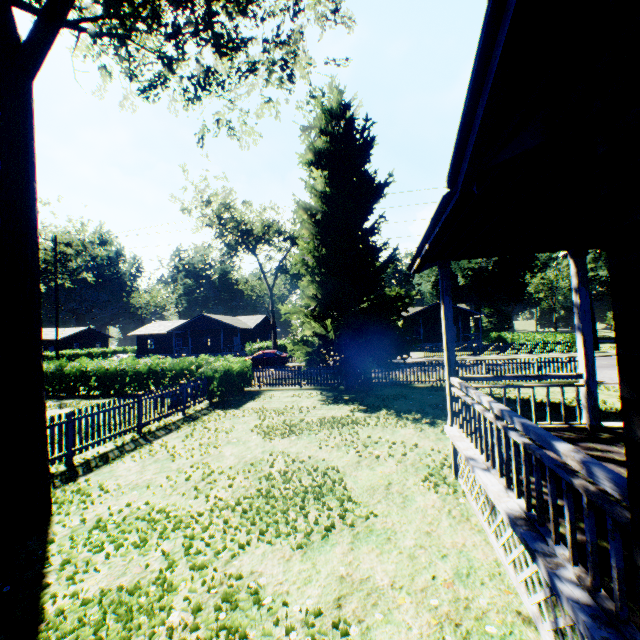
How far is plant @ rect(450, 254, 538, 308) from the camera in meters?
51.8 m

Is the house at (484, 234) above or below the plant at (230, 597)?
above

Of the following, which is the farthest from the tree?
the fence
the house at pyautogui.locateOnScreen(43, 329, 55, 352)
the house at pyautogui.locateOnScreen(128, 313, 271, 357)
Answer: the house at pyautogui.locateOnScreen(43, 329, 55, 352)

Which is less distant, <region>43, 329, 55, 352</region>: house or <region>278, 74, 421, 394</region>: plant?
<region>278, 74, 421, 394</region>: plant

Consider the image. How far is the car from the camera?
30.9 meters

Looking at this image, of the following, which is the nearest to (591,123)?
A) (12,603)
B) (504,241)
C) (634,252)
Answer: (634,252)

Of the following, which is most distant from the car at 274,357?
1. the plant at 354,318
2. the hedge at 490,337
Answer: the hedge at 490,337

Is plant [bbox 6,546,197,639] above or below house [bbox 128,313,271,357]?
below
